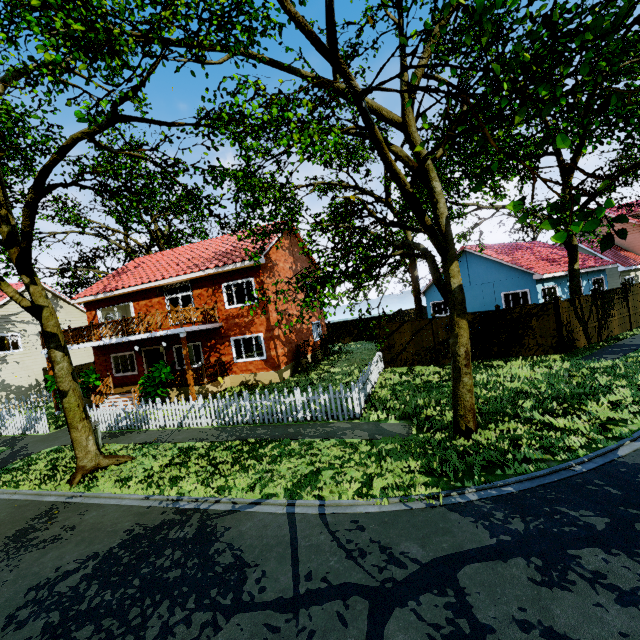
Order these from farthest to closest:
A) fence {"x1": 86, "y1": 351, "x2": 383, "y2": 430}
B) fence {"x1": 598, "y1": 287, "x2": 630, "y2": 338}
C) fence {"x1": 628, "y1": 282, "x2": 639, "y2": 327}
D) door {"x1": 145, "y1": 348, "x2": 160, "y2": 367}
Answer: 1. door {"x1": 145, "y1": 348, "x2": 160, "y2": 367}
2. fence {"x1": 628, "y1": 282, "x2": 639, "y2": 327}
3. fence {"x1": 598, "y1": 287, "x2": 630, "y2": 338}
4. fence {"x1": 86, "y1": 351, "x2": 383, "y2": 430}

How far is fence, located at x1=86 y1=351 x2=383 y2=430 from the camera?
10.5 meters

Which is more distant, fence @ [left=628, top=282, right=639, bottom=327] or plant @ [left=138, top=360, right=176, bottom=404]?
fence @ [left=628, top=282, right=639, bottom=327]

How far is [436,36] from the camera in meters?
3.6

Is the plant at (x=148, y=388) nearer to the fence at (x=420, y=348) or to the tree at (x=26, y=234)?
the fence at (x=420, y=348)

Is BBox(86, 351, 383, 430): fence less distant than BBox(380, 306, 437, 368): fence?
Yes

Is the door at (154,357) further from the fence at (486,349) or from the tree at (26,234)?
the tree at (26,234)
